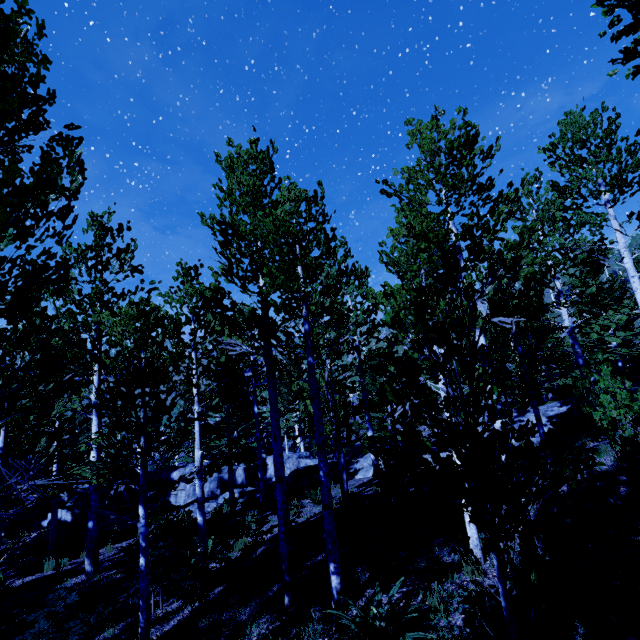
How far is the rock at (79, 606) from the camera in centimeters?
719cm

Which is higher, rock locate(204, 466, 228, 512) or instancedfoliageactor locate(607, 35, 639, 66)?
instancedfoliageactor locate(607, 35, 639, 66)

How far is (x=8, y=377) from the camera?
3.1m

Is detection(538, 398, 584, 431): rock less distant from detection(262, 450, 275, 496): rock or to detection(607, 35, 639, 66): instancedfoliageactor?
detection(607, 35, 639, 66): instancedfoliageactor

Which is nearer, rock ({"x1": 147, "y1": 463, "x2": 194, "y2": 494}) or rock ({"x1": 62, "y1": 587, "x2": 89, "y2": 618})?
rock ({"x1": 62, "y1": 587, "x2": 89, "y2": 618})

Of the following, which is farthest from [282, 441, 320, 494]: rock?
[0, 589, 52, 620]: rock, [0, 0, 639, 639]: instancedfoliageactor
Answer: [0, 589, 52, 620]: rock

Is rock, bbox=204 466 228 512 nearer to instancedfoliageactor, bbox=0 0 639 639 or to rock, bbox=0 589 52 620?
instancedfoliageactor, bbox=0 0 639 639

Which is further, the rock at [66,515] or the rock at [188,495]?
the rock at [66,515]
